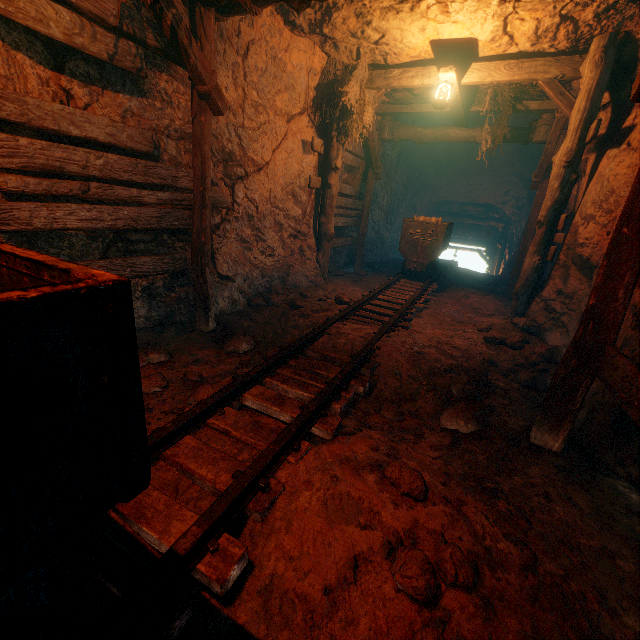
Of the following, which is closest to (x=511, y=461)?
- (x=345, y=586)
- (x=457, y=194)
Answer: (x=345, y=586)

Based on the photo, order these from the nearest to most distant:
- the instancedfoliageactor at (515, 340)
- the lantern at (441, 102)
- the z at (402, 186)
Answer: the instancedfoliageactor at (515, 340) < the lantern at (441, 102) < the z at (402, 186)

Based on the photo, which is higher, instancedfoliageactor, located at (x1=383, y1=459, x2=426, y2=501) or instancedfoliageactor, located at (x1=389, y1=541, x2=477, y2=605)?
instancedfoliageactor, located at (x1=383, y1=459, x2=426, y2=501)

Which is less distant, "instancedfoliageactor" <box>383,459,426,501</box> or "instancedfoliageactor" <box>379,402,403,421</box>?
"instancedfoliageactor" <box>383,459,426,501</box>

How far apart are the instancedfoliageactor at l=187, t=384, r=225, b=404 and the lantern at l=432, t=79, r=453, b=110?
5.59m

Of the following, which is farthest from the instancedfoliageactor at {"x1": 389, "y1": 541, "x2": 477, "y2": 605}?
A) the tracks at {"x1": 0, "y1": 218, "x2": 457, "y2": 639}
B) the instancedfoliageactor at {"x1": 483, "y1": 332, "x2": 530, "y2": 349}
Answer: A: the instancedfoliageactor at {"x1": 483, "y1": 332, "x2": 530, "y2": 349}

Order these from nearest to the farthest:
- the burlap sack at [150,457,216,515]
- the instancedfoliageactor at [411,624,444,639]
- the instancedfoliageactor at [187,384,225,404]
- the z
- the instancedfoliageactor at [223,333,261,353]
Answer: the instancedfoliageactor at [411,624,444,639] < the burlap sack at [150,457,216,515] < the instancedfoliageactor at [187,384,225,404] < the instancedfoliageactor at [223,333,261,353] < the z

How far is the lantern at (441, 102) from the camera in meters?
5.3
